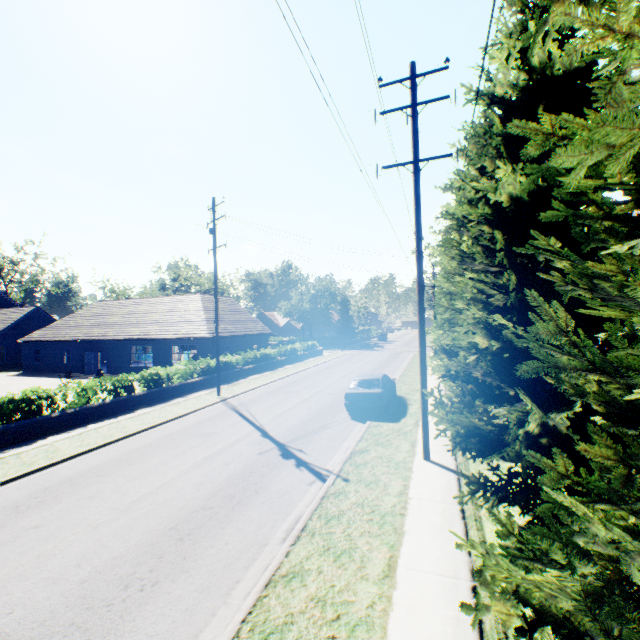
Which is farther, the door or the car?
the door

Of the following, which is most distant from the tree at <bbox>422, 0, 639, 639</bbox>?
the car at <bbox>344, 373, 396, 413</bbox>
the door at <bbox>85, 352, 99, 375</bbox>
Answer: the door at <bbox>85, 352, 99, 375</bbox>

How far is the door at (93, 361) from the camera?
30.8m

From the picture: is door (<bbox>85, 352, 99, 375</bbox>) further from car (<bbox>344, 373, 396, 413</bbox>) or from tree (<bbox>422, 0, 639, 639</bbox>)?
car (<bbox>344, 373, 396, 413</bbox>)

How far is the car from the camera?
14.0m

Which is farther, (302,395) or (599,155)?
(302,395)

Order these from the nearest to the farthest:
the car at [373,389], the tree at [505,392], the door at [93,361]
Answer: the tree at [505,392] < the car at [373,389] < the door at [93,361]

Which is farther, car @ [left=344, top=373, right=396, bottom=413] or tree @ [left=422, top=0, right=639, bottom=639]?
car @ [left=344, top=373, right=396, bottom=413]
